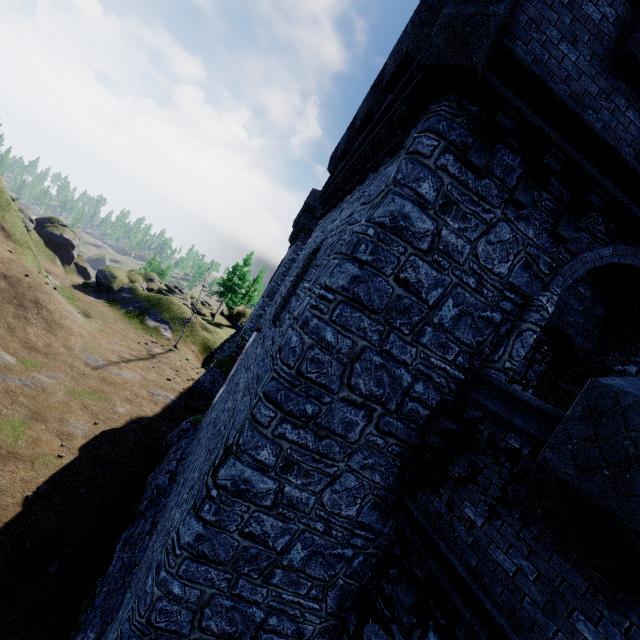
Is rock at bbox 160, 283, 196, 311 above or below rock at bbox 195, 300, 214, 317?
above

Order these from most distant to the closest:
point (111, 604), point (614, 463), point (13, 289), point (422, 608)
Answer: point (13, 289), point (111, 604), point (422, 608), point (614, 463)

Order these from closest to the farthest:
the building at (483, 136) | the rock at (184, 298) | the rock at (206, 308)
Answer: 1. the building at (483, 136)
2. the rock at (184, 298)
3. the rock at (206, 308)

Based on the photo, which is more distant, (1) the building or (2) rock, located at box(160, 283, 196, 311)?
(2) rock, located at box(160, 283, 196, 311)

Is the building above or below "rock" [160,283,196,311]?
above

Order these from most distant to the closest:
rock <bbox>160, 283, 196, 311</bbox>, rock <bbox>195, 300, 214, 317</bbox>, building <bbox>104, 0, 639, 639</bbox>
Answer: rock <bbox>195, 300, 214, 317</bbox> < rock <bbox>160, 283, 196, 311</bbox> < building <bbox>104, 0, 639, 639</bbox>

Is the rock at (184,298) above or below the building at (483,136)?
below

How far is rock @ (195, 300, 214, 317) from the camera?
50.6 meters
